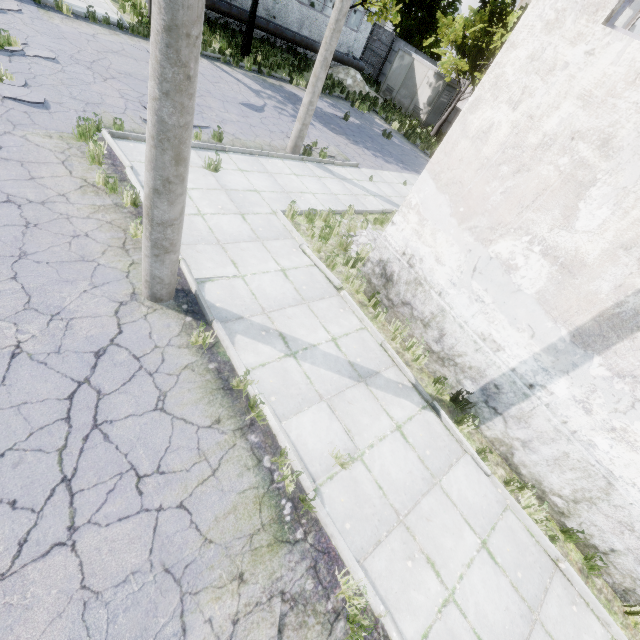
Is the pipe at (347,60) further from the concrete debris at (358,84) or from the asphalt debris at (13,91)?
the asphalt debris at (13,91)

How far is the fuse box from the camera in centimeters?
2366cm

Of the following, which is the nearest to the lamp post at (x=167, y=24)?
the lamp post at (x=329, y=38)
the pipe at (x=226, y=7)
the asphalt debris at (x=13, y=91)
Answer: the asphalt debris at (x=13, y=91)

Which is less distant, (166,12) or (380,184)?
(166,12)

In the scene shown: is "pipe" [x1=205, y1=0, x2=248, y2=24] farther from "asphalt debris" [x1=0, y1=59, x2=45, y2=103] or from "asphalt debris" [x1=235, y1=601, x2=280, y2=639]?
"asphalt debris" [x1=235, y1=601, x2=280, y2=639]

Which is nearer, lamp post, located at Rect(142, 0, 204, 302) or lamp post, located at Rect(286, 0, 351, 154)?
lamp post, located at Rect(142, 0, 204, 302)

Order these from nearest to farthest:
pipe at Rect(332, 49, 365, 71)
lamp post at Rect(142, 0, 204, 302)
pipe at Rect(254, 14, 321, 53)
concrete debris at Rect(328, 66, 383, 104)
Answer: lamp post at Rect(142, 0, 204, 302)
pipe at Rect(254, 14, 321, 53)
concrete debris at Rect(328, 66, 383, 104)
pipe at Rect(332, 49, 365, 71)

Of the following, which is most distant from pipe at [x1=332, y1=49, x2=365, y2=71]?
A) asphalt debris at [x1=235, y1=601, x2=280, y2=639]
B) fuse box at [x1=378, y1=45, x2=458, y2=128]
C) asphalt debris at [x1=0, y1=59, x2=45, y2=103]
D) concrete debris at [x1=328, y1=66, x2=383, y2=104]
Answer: asphalt debris at [x1=235, y1=601, x2=280, y2=639]
